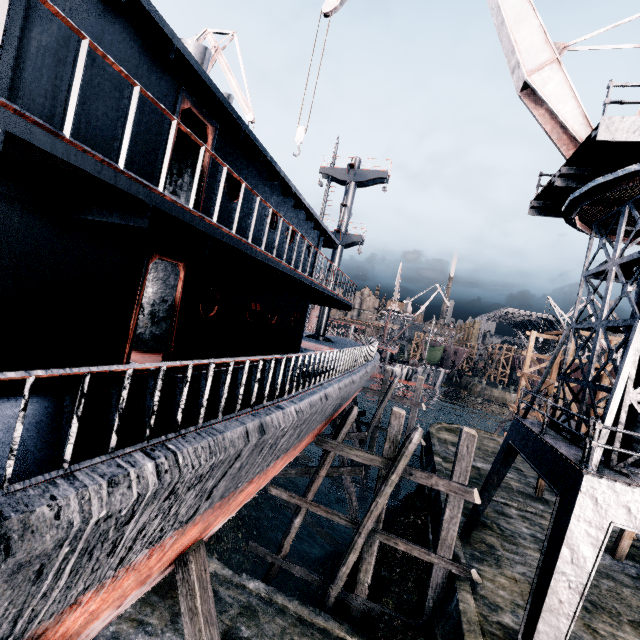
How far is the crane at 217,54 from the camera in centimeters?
2269cm

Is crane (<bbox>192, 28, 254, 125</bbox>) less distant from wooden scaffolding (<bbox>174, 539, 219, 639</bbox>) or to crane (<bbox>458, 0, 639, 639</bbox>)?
crane (<bbox>458, 0, 639, 639</bbox>)

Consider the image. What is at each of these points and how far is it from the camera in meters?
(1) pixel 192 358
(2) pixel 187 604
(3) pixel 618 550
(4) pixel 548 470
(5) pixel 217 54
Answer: (1) ship, 8.2
(2) wooden scaffolding, 6.6
(3) wooden scaffolding, 15.3
(4) crane, 9.5
(5) crane, 23.7

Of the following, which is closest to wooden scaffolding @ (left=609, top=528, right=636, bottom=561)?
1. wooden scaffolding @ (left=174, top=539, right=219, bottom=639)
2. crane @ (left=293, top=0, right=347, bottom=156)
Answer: crane @ (left=293, top=0, right=347, bottom=156)

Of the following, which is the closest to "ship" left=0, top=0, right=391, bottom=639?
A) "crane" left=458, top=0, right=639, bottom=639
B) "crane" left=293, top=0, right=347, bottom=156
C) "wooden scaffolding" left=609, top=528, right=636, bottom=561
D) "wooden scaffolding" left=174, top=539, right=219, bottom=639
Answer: "wooden scaffolding" left=174, top=539, right=219, bottom=639

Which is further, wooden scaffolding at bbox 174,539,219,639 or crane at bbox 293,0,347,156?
crane at bbox 293,0,347,156

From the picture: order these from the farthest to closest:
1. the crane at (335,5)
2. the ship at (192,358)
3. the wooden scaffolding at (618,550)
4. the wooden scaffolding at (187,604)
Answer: the wooden scaffolding at (618,550) → the crane at (335,5) → the wooden scaffolding at (187,604) → the ship at (192,358)

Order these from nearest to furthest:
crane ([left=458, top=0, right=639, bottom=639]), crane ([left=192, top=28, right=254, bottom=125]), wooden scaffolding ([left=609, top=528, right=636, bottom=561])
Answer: crane ([left=458, top=0, right=639, bottom=639])
wooden scaffolding ([left=609, top=528, right=636, bottom=561])
crane ([left=192, top=28, right=254, bottom=125])
